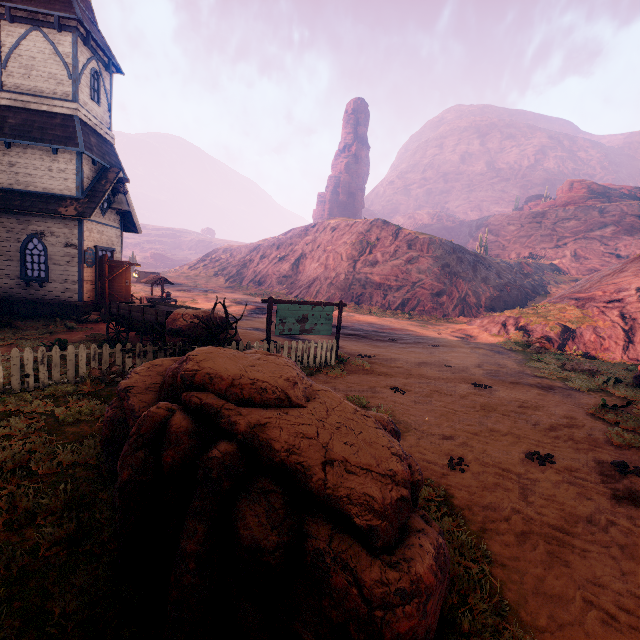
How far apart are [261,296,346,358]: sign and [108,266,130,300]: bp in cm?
990

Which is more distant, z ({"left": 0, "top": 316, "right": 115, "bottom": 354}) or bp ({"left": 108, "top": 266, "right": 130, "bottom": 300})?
bp ({"left": 108, "top": 266, "right": 130, "bottom": 300})

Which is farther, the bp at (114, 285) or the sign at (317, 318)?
the bp at (114, 285)

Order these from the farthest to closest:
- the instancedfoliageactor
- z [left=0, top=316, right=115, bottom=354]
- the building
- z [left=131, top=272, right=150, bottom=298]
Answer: z [left=131, top=272, right=150, bottom=298], the building, z [left=0, top=316, right=115, bottom=354], the instancedfoliageactor

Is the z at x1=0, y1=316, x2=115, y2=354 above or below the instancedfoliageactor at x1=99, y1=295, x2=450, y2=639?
below

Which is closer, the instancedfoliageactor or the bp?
the instancedfoliageactor

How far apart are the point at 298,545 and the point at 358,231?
49.71m

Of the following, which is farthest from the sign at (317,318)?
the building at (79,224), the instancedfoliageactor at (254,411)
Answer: the building at (79,224)
